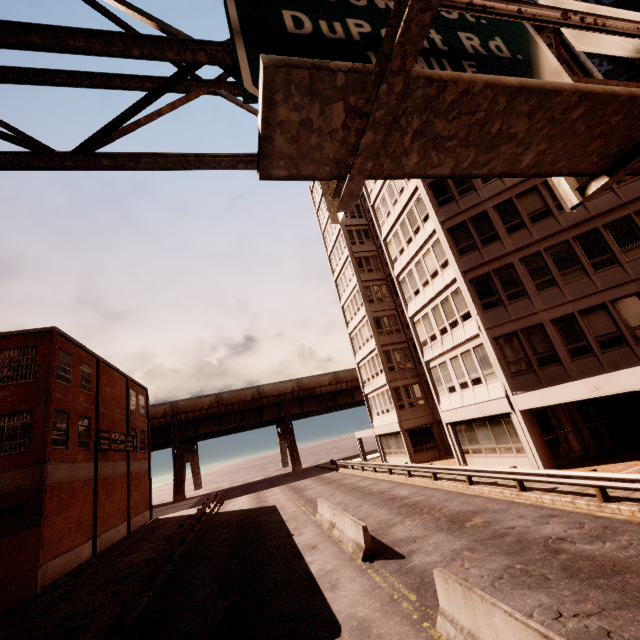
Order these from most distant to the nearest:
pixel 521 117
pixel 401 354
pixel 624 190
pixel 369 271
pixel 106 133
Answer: pixel 369 271 → pixel 401 354 → pixel 624 190 → pixel 106 133 → pixel 521 117

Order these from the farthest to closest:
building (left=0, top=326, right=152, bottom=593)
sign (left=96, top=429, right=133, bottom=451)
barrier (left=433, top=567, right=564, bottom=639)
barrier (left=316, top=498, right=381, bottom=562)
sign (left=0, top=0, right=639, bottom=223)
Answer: sign (left=96, top=429, right=133, bottom=451) → building (left=0, top=326, right=152, bottom=593) → barrier (left=316, top=498, right=381, bottom=562) → barrier (left=433, top=567, right=564, bottom=639) → sign (left=0, top=0, right=639, bottom=223)

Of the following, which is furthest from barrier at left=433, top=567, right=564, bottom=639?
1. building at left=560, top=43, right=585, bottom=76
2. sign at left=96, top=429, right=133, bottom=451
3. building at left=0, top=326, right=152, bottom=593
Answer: sign at left=96, top=429, right=133, bottom=451

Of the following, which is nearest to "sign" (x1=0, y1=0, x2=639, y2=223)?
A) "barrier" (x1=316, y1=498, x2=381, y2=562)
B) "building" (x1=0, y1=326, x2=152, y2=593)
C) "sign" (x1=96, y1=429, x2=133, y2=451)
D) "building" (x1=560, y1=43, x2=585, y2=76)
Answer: "building" (x1=560, y1=43, x2=585, y2=76)

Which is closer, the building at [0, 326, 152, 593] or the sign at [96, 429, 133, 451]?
the building at [0, 326, 152, 593]

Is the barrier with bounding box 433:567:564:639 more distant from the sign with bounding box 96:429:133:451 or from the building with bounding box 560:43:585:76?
the sign with bounding box 96:429:133:451

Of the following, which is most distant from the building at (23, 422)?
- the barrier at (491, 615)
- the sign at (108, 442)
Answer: the barrier at (491, 615)

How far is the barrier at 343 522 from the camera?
10.72m
